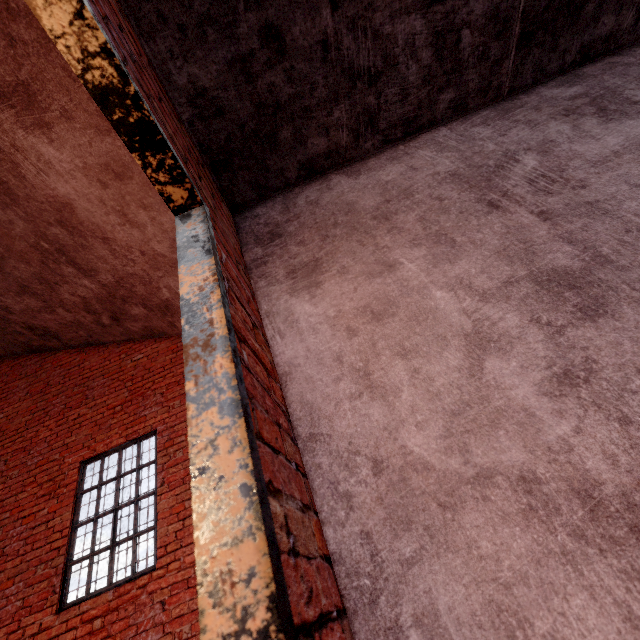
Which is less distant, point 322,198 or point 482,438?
point 482,438
